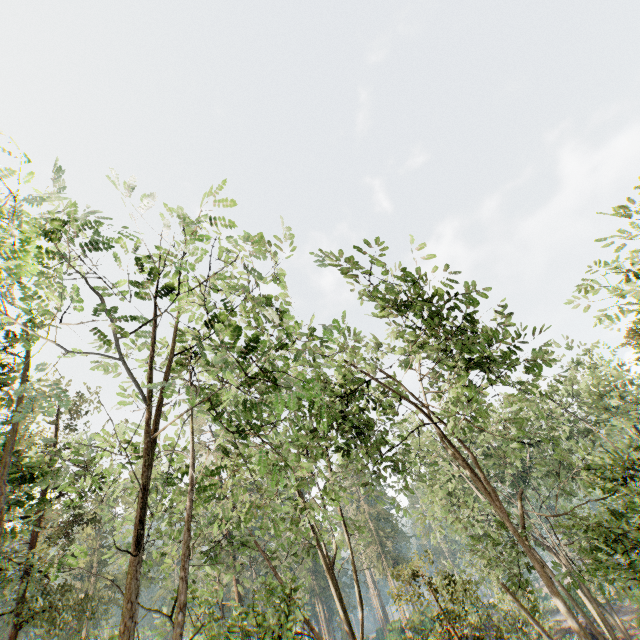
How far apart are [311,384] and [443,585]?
13.38m
